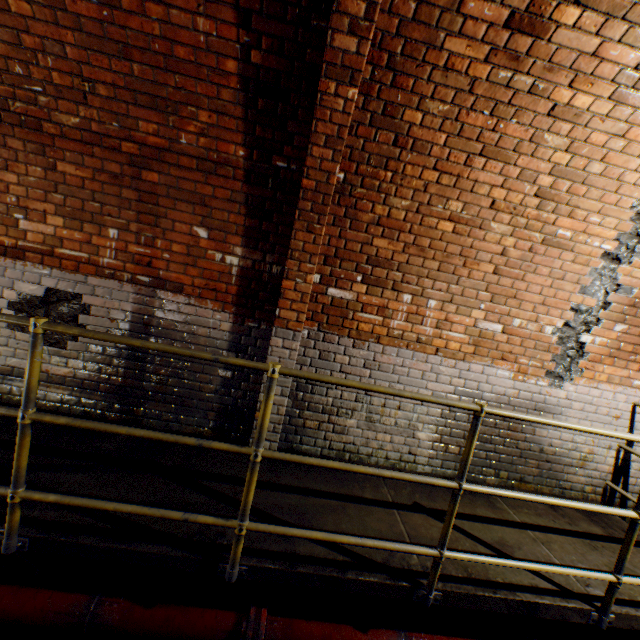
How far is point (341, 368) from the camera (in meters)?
3.27

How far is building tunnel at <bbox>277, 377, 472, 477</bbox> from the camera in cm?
330

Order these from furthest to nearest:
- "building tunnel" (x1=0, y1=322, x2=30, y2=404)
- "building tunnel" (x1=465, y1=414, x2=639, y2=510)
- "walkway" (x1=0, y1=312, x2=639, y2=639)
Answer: "building tunnel" (x1=465, y1=414, x2=639, y2=510) < "building tunnel" (x1=0, y1=322, x2=30, y2=404) < "walkway" (x1=0, y1=312, x2=639, y2=639)

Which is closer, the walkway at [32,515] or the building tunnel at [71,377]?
the walkway at [32,515]

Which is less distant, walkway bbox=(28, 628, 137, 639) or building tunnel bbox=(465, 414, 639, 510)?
walkway bbox=(28, 628, 137, 639)

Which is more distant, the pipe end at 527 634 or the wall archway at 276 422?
the wall archway at 276 422

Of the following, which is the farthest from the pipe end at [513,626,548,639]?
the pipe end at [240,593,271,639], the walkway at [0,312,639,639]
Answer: the pipe end at [240,593,271,639]
